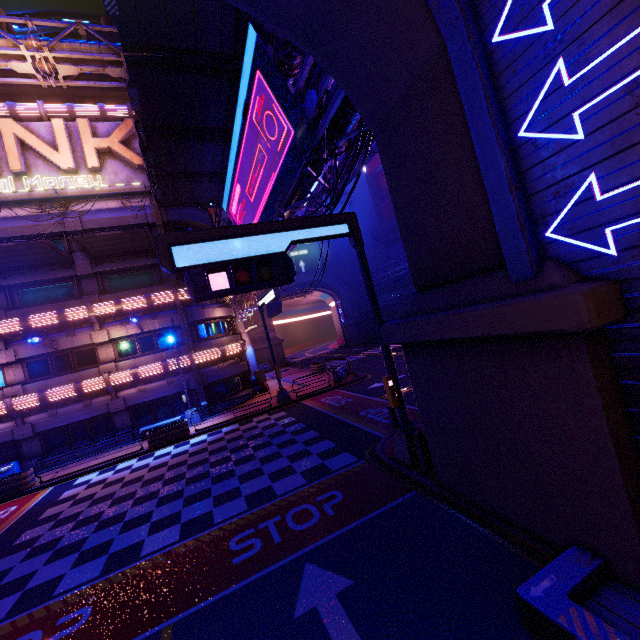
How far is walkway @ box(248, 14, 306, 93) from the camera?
11.1m

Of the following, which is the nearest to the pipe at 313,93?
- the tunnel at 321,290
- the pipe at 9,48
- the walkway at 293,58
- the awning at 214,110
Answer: the walkway at 293,58

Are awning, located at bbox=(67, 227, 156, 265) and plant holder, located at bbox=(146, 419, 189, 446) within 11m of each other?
no

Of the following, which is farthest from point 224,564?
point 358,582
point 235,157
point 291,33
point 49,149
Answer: point 49,149

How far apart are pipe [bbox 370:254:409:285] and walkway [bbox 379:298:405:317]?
2.8m

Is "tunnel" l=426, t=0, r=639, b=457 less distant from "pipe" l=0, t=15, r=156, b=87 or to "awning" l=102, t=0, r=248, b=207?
"awning" l=102, t=0, r=248, b=207

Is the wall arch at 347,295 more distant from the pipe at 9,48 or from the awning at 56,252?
the awning at 56,252

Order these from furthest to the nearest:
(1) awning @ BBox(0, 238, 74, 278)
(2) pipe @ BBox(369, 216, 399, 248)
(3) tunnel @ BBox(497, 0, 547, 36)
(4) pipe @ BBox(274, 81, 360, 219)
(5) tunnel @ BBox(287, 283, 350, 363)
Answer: (5) tunnel @ BBox(287, 283, 350, 363) < (2) pipe @ BBox(369, 216, 399, 248) < (1) awning @ BBox(0, 238, 74, 278) < (4) pipe @ BBox(274, 81, 360, 219) < (3) tunnel @ BBox(497, 0, 547, 36)
